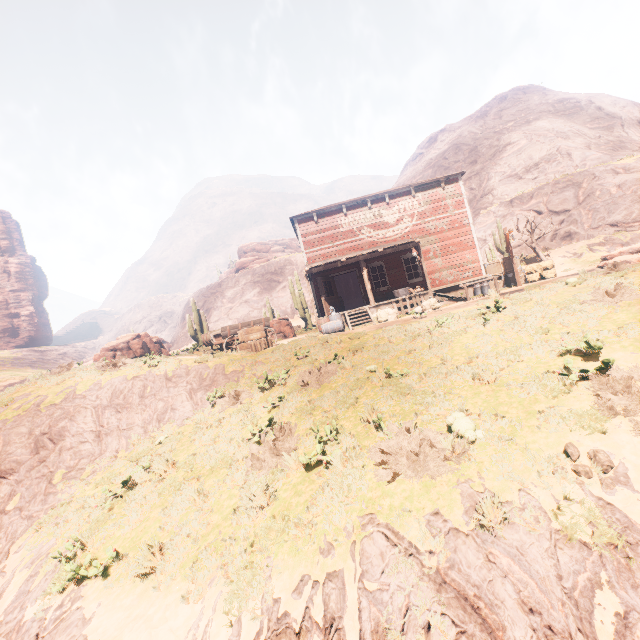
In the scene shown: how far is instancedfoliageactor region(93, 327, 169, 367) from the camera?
13.7m

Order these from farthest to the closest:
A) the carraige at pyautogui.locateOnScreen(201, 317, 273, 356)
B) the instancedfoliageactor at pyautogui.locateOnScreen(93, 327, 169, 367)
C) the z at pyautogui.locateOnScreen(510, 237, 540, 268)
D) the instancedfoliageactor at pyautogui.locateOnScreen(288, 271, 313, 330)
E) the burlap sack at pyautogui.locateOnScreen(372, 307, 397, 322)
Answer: the instancedfoliageactor at pyautogui.locateOnScreen(288, 271, 313, 330)
the z at pyautogui.locateOnScreen(510, 237, 540, 268)
the burlap sack at pyautogui.locateOnScreen(372, 307, 397, 322)
the carraige at pyautogui.locateOnScreen(201, 317, 273, 356)
the instancedfoliageactor at pyautogui.locateOnScreen(93, 327, 169, 367)

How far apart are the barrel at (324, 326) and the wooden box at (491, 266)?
9.3 meters

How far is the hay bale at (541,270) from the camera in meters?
17.6 m

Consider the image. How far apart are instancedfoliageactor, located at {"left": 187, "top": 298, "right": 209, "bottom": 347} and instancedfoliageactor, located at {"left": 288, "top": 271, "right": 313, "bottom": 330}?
6.83m

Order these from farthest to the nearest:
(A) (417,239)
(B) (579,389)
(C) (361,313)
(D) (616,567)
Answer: (C) (361,313) → (A) (417,239) → (B) (579,389) → (D) (616,567)

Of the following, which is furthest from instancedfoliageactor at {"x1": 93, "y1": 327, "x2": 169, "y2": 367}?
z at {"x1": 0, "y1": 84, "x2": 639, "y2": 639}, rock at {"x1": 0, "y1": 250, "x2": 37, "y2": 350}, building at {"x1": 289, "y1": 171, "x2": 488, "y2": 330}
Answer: building at {"x1": 289, "y1": 171, "x2": 488, "y2": 330}

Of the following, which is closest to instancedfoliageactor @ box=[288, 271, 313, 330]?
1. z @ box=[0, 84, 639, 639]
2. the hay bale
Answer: z @ box=[0, 84, 639, 639]
